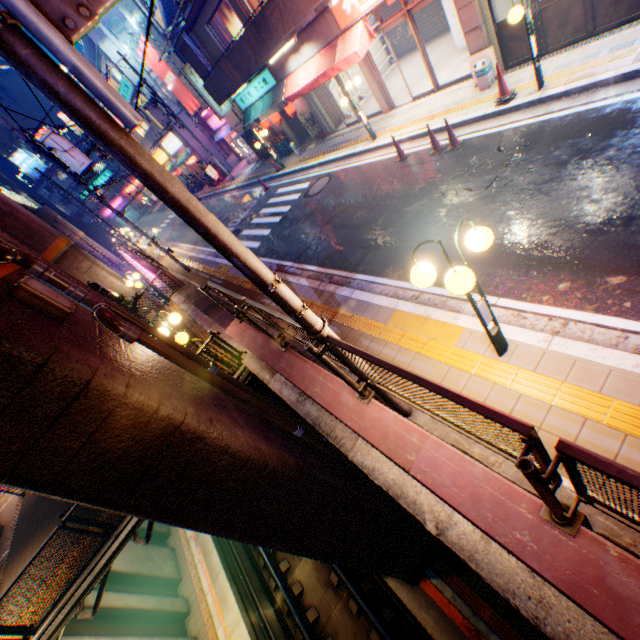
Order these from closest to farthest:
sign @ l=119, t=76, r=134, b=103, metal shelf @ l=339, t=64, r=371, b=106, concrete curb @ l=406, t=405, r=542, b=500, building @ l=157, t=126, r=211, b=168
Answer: concrete curb @ l=406, t=405, r=542, b=500 → metal shelf @ l=339, t=64, r=371, b=106 → sign @ l=119, t=76, r=134, b=103 → building @ l=157, t=126, r=211, b=168

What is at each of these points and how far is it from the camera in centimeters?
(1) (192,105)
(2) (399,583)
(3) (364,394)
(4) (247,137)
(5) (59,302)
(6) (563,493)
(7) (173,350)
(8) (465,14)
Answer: (1) billboard, 2509cm
(2) railway, 886cm
(3) metal fence, 430cm
(4) vending machine, 2338cm
(5) electric box, 387cm
(6) concrete curb, 336cm
(7) pipe, 514cm
(8) column, 864cm

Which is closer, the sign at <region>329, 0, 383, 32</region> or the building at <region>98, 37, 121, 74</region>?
the sign at <region>329, 0, 383, 32</region>

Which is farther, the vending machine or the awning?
the vending machine

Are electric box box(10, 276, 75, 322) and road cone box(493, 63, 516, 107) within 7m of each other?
no

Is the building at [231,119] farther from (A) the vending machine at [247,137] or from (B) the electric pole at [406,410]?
(B) the electric pole at [406,410]

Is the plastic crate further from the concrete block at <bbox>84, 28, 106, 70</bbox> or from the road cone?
the concrete block at <bbox>84, 28, 106, 70</bbox>

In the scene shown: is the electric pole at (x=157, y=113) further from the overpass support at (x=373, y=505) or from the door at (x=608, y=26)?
the door at (x=608, y=26)
